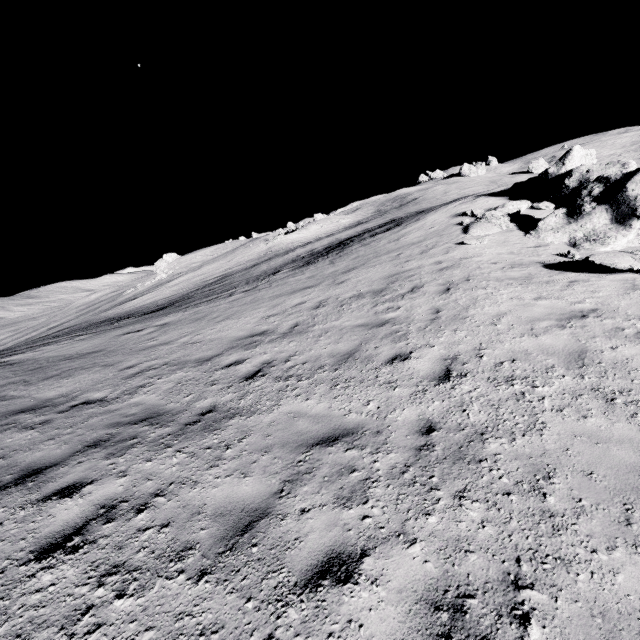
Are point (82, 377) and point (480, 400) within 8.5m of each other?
no
